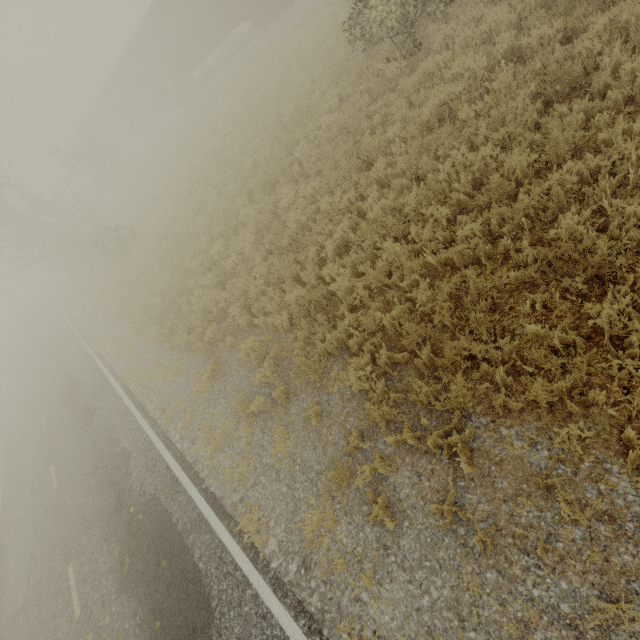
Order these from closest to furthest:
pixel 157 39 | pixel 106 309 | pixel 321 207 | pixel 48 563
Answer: Answer: pixel 321 207 < pixel 48 563 < pixel 106 309 < pixel 157 39
